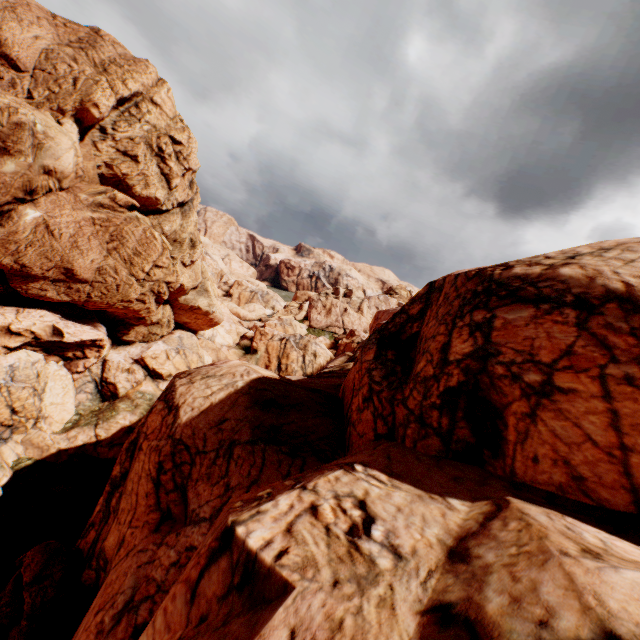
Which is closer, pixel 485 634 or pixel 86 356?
pixel 485 634
